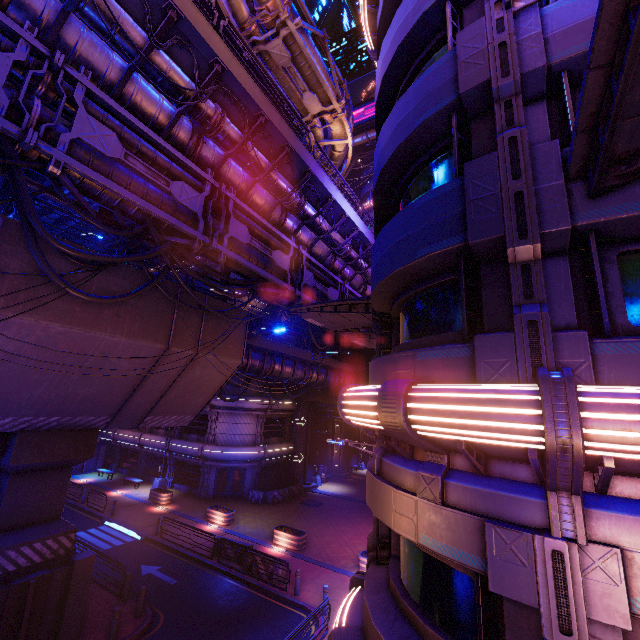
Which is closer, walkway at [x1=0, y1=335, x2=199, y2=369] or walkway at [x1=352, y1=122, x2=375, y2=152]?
walkway at [x1=0, y1=335, x2=199, y2=369]

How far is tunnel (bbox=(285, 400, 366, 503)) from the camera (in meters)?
33.53

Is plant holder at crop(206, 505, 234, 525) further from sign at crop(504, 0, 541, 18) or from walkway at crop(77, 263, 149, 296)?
sign at crop(504, 0, 541, 18)

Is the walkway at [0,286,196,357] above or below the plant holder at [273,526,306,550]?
above

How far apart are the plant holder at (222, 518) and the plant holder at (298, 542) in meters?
4.1

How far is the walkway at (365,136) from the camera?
41.8m

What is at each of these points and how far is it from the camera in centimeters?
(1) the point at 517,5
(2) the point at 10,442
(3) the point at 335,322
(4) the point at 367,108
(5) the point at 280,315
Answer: (1) sign, 563cm
(2) pillar, 1148cm
(3) awning, 1453cm
(4) sign, 4138cm
(5) vent, 4334cm

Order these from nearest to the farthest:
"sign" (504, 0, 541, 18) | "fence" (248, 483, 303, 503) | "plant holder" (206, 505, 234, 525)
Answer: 1. "sign" (504, 0, 541, 18)
2. "plant holder" (206, 505, 234, 525)
3. "fence" (248, 483, 303, 503)
